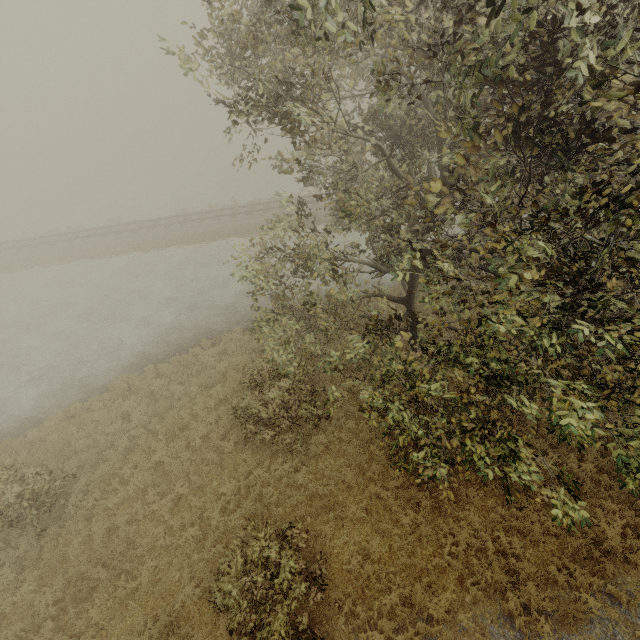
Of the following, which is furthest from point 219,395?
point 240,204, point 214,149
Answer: point 214,149
